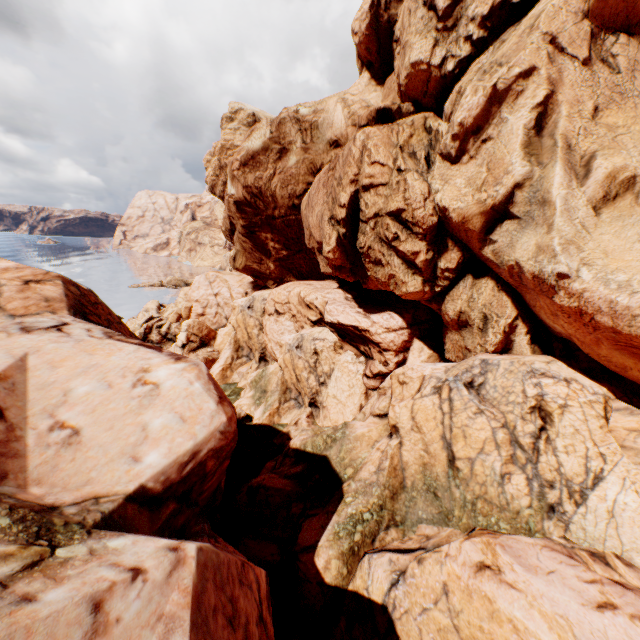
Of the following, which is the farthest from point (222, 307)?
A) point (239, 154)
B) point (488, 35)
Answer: point (488, 35)
